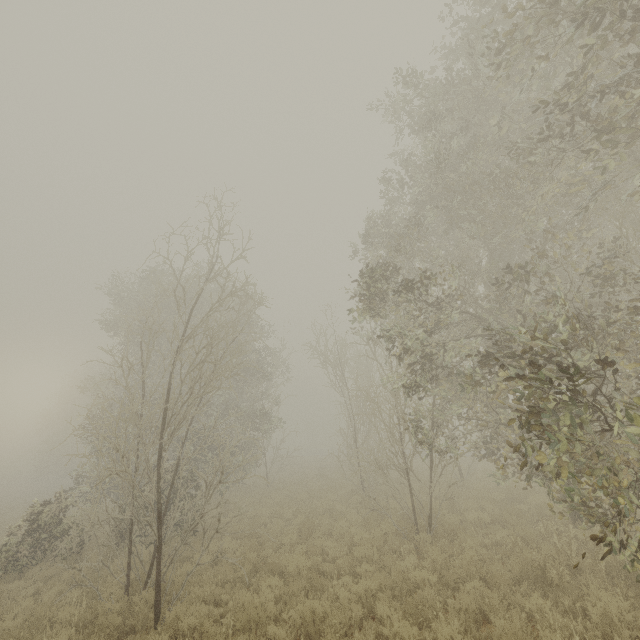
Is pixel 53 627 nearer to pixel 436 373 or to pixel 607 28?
pixel 436 373
